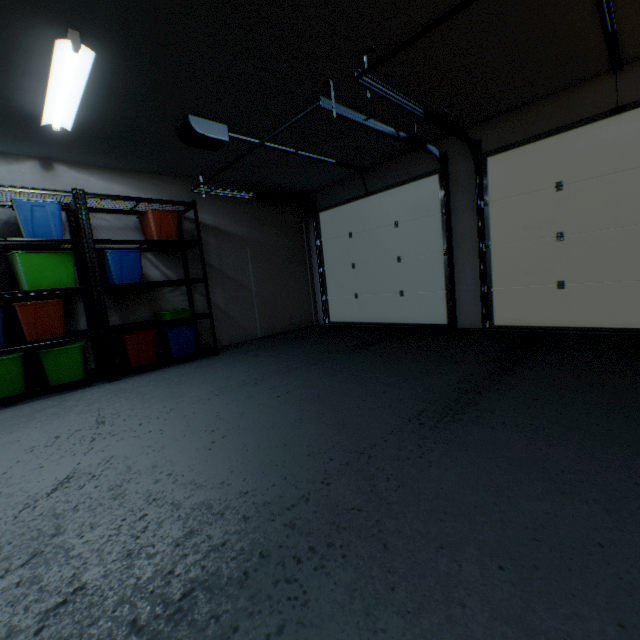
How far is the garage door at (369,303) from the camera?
3.21m

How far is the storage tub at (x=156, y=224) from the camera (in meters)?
3.76

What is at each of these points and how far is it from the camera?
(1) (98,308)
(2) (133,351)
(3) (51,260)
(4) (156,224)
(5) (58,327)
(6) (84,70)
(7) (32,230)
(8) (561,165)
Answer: (1) shelf, 3.3 meters
(2) storage tub, 3.6 meters
(3) storage tub, 3.1 meters
(4) storage tub, 3.8 meters
(5) storage tub, 3.1 meters
(6) lamp, 2.2 meters
(7) storage tub, 3.0 meters
(8) garage door, 3.3 meters

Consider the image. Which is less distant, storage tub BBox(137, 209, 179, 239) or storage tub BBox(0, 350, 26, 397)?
storage tub BBox(0, 350, 26, 397)

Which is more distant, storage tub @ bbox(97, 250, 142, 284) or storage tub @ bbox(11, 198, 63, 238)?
storage tub @ bbox(97, 250, 142, 284)

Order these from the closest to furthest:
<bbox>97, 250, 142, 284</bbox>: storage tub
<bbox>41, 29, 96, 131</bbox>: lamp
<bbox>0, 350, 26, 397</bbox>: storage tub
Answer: <bbox>41, 29, 96, 131</bbox>: lamp, <bbox>0, 350, 26, 397</bbox>: storage tub, <bbox>97, 250, 142, 284</bbox>: storage tub

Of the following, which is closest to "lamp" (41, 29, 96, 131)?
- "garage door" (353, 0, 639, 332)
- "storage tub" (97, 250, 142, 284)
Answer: "storage tub" (97, 250, 142, 284)

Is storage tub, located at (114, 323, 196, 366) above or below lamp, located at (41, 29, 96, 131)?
below
